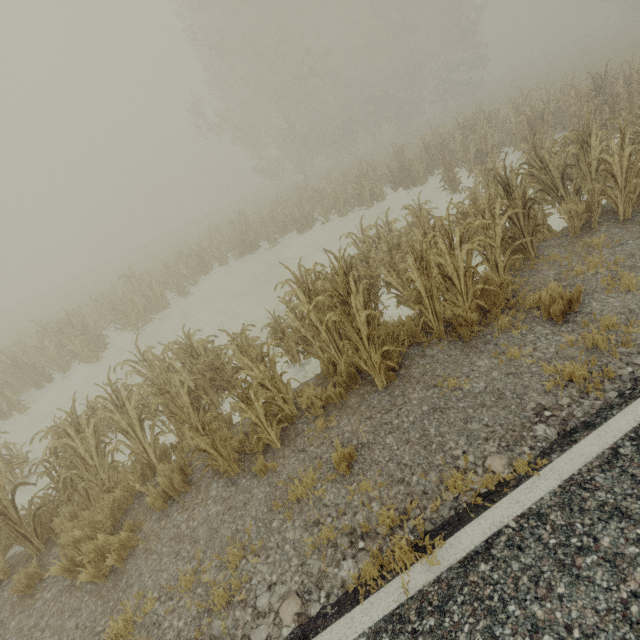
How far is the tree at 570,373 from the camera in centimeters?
336cm

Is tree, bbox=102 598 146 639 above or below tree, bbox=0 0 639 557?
below

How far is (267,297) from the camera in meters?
12.2 m

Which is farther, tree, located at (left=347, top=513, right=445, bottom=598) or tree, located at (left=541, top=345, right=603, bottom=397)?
tree, located at (left=541, top=345, right=603, bottom=397)

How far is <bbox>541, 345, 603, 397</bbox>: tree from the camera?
3.4m

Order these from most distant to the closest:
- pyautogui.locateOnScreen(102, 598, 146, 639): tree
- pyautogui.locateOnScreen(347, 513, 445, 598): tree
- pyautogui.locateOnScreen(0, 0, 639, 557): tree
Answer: pyautogui.locateOnScreen(0, 0, 639, 557): tree, pyautogui.locateOnScreen(102, 598, 146, 639): tree, pyautogui.locateOnScreen(347, 513, 445, 598): tree
